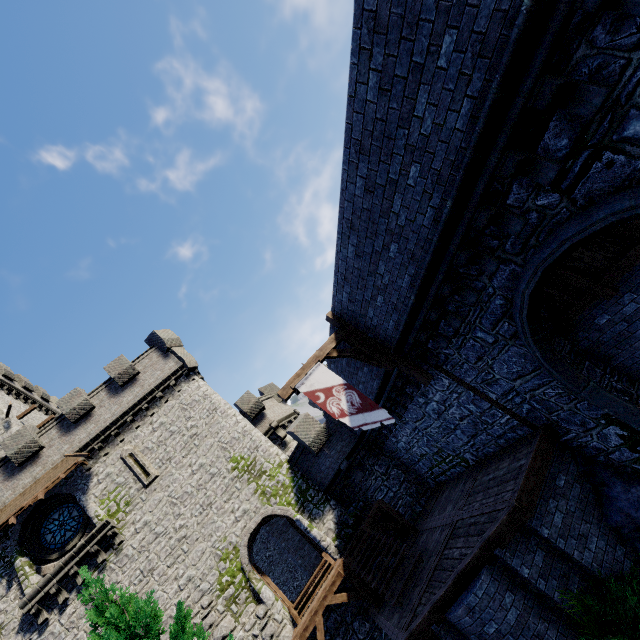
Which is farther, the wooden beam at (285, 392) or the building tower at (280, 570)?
the building tower at (280, 570)

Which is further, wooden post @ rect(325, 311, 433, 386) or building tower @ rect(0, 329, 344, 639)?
building tower @ rect(0, 329, 344, 639)

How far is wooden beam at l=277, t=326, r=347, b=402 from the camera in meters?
9.5

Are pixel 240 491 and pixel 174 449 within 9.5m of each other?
yes

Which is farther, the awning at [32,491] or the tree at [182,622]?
the awning at [32,491]

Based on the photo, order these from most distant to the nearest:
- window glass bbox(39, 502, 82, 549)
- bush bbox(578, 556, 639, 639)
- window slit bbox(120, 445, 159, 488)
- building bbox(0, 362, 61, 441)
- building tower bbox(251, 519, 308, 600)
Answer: building tower bbox(251, 519, 308, 600) → building bbox(0, 362, 61, 441) → window slit bbox(120, 445, 159, 488) → window glass bbox(39, 502, 82, 549) → bush bbox(578, 556, 639, 639)

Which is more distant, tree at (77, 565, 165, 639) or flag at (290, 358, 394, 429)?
flag at (290, 358, 394, 429)

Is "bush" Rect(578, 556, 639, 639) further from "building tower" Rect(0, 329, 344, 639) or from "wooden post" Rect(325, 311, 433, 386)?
"building tower" Rect(0, 329, 344, 639)
